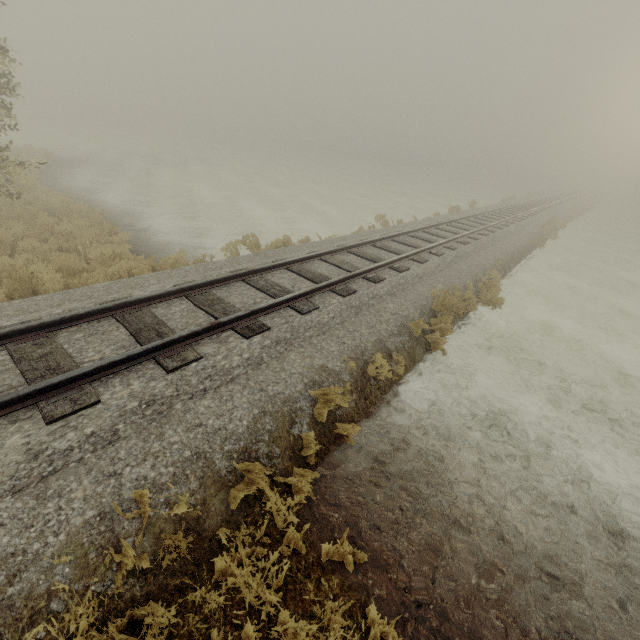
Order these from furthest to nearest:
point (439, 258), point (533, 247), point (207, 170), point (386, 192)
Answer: point (386, 192) < point (207, 170) < point (533, 247) < point (439, 258)
